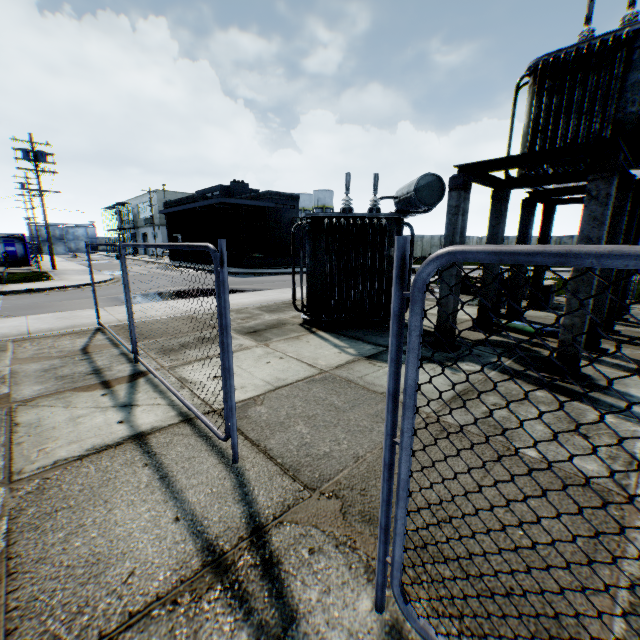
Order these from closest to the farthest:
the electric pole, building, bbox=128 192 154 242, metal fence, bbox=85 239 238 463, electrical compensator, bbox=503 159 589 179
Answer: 1. metal fence, bbox=85 239 238 463
2. electrical compensator, bbox=503 159 589 179
3. the electric pole
4. building, bbox=128 192 154 242

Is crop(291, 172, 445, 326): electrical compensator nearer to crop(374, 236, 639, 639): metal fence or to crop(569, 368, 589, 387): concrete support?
crop(569, 368, 589, 387): concrete support

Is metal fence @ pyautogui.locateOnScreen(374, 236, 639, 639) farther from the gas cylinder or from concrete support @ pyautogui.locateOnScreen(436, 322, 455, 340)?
the gas cylinder

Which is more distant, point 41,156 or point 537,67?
point 41,156

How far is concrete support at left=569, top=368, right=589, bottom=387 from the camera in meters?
5.1 m

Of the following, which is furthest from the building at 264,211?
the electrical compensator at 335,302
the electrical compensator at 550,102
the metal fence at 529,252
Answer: the electrical compensator at 550,102

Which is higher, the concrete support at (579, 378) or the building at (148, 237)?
the building at (148, 237)

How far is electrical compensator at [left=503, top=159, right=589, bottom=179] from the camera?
7.49m
